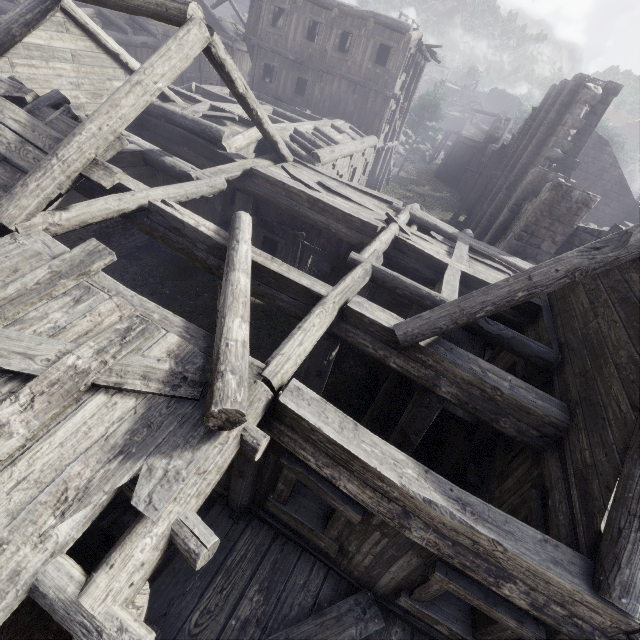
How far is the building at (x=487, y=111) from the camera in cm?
3962

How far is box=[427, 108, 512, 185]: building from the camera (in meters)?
39.62

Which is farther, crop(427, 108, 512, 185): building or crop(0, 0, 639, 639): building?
crop(427, 108, 512, 185): building

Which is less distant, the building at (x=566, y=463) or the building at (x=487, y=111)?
the building at (x=566, y=463)

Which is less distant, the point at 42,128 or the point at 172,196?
the point at 42,128

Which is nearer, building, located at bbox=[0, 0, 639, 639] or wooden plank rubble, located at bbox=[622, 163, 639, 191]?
building, located at bbox=[0, 0, 639, 639]

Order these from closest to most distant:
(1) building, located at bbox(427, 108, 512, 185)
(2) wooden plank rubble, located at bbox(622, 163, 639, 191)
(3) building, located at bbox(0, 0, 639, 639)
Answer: (3) building, located at bbox(0, 0, 639, 639) < (1) building, located at bbox(427, 108, 512, 185) < (2) wooden plank rubble, located at bbox(622, 163, 639, 191)
